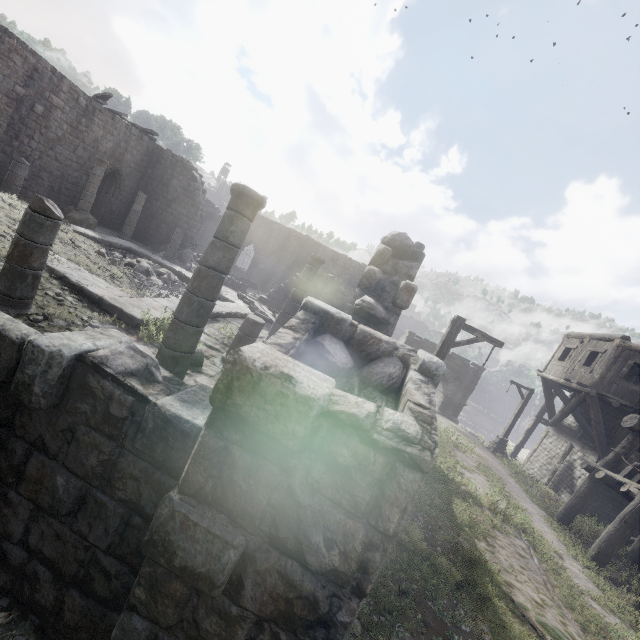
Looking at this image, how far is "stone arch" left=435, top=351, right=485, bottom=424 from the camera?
29.2 meters

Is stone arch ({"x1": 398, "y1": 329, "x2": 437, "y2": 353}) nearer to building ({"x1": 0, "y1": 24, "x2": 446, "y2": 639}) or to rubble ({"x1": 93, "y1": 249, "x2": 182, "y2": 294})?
building ({"x1": 0, "y1": 24, "x2": 446, "y2": 639})

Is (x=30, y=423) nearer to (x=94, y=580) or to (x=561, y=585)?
(x=94, y=580)

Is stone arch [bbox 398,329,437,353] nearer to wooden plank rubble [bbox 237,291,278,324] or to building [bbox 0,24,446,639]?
building [bbox 0,24,446,639]

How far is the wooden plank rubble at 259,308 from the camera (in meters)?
15.62

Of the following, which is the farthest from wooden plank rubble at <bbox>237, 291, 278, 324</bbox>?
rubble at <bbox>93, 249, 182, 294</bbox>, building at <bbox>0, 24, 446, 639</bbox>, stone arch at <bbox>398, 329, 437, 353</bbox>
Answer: stone arch at <bbox>398, 329, 437, 353</bbox>

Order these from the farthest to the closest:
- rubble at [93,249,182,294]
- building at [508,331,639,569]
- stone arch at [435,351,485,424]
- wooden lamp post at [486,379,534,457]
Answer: stone arch at [435,351,485,424] < wooden lamp post at [486,379,534,457] < rubble at [93,249,182,294] < building at [508,331,639,569]

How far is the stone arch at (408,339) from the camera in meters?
29.3
